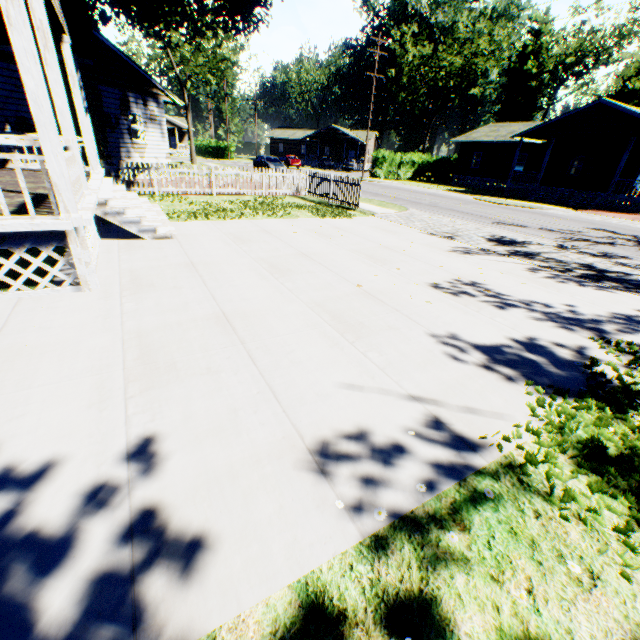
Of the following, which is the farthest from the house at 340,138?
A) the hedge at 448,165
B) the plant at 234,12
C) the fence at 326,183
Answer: the fence at 326,183

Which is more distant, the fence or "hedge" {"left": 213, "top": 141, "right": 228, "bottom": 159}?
"hedge" {"left": 213, "top": 141, "right": 228, "bottom": 159}

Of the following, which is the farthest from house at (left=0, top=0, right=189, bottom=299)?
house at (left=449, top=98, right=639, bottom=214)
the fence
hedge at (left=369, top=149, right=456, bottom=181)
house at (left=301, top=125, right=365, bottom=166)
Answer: house at (left=301, top=125, right=365, bottom=166)

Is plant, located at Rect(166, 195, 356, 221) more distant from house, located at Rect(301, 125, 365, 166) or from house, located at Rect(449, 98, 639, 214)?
house, located at Rect(301, 125, 365, 166)

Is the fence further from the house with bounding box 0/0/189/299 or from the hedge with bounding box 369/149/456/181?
the hedge with bounding box 369/149/456/181

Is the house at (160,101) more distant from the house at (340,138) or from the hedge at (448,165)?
the house at (340,138)

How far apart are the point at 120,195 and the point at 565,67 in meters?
58.4

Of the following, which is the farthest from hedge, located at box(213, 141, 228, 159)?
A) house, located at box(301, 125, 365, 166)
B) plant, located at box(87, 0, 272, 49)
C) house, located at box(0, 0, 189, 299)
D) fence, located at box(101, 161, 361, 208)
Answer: house, located at box(0, 0, 189, 299)
